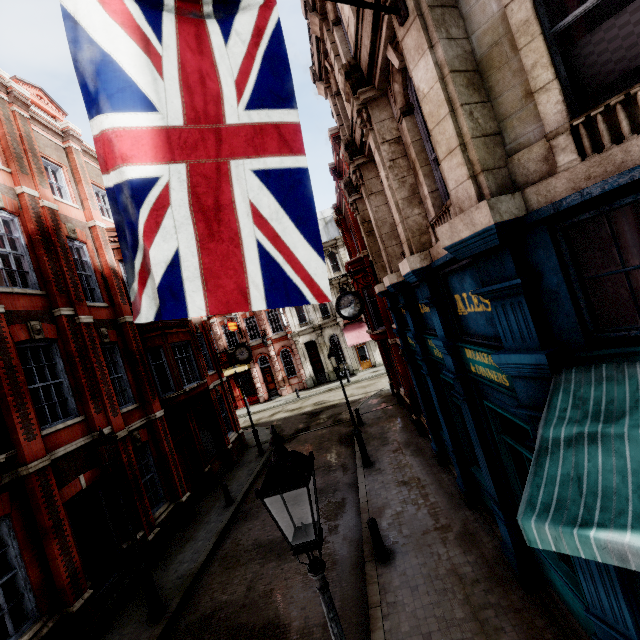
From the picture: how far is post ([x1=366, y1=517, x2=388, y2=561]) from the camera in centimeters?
745cm

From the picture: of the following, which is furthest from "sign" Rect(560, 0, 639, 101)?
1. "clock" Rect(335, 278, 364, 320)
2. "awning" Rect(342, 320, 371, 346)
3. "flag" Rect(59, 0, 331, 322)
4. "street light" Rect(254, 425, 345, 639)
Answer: "awning" Rect(342, 320, 371, 346)

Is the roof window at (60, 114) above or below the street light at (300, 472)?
above

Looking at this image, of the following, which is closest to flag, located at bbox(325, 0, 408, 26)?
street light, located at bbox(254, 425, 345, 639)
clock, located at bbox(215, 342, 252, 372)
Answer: street light, located at bbox(254, 425, 345, 639)

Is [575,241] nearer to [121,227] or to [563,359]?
[563,359]

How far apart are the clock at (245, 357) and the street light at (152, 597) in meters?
11.8

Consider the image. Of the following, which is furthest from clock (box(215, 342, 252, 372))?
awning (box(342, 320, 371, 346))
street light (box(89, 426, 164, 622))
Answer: street light (box(89, 426, 164, 622))

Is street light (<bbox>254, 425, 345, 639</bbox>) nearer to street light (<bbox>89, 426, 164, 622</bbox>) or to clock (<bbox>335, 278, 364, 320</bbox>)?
street light (<bbox>89, 426, 164, 622</bbox>)
